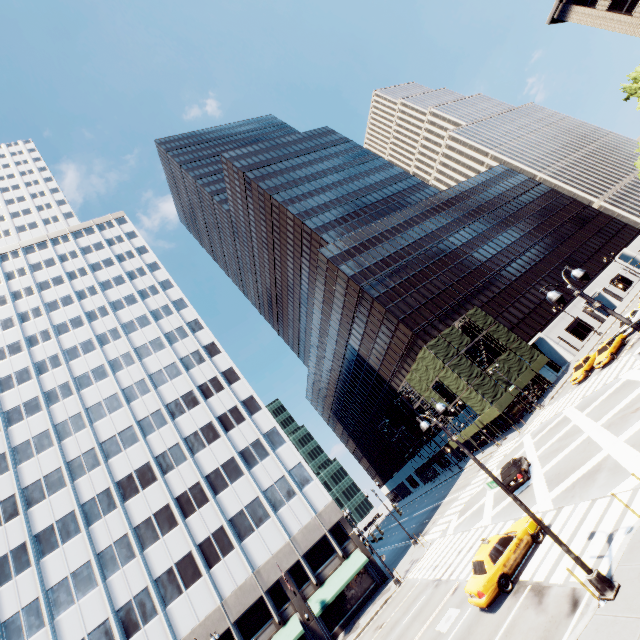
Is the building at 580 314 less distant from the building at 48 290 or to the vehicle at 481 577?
the building at 48 290

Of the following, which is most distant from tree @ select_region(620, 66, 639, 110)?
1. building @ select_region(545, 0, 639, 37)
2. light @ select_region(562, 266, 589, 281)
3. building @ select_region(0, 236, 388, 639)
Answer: light @ select_region(562, 266, 589, 281)

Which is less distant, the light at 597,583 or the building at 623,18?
the light at 597,583

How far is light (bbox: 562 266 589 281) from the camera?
11.3 meters

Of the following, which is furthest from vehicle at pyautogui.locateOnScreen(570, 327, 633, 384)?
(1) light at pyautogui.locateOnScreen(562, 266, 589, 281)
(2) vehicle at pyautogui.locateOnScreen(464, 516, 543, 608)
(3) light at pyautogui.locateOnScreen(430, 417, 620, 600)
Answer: (3) light at pyautogui.locateOnScreen(430, 417, 620, 600)

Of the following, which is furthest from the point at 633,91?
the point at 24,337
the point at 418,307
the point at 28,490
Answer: the point at 24,337

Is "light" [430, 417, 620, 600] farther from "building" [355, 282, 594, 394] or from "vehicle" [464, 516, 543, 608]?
"building" [355, 282, 594, 394]

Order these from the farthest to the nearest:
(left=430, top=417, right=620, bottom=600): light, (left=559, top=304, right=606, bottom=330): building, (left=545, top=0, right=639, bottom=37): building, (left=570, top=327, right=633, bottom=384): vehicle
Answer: (left=559, top=304, right=606, bottom=330): building, (left=545, top=0, right=639, bottom=37): building, (left=570, top=327, right=633, bottom=384): vehicle, (left=430, top=417, right=620, bottom=600): light
